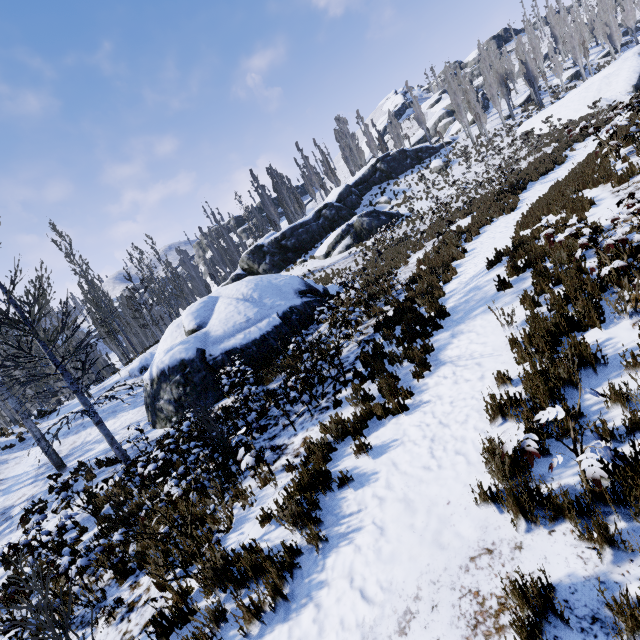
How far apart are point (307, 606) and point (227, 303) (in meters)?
13.50

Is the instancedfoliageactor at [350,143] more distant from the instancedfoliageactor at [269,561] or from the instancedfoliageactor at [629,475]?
the instancedfoliageactor at [629,475]

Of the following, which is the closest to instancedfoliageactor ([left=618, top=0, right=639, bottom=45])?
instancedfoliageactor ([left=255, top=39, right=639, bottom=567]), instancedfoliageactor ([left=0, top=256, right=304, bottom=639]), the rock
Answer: the rock

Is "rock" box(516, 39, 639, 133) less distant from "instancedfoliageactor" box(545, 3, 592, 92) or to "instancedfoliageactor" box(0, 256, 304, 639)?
"instancedfoliageactor" box(545, 3, 592, 92)

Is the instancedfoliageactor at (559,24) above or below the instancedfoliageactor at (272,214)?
above

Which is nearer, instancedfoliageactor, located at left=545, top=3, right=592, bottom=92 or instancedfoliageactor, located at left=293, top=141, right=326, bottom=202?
instancedfoliageactor, located at left=545, top=3, right=592, bottom=92

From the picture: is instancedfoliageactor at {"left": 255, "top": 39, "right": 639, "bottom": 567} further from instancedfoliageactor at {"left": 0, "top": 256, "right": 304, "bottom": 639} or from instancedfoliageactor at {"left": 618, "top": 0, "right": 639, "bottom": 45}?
instancedfoliageactor at {"left": 0, "top": 256, "right": 304, "bottom": 639}
